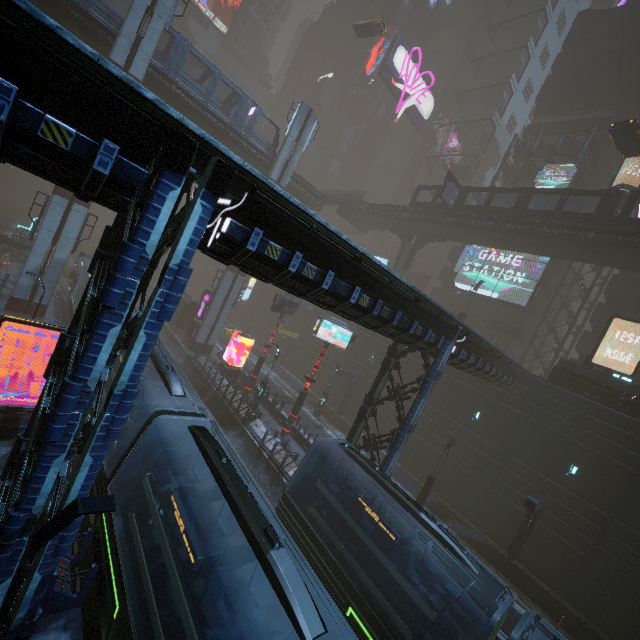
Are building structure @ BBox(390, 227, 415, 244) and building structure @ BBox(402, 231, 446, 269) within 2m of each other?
yes

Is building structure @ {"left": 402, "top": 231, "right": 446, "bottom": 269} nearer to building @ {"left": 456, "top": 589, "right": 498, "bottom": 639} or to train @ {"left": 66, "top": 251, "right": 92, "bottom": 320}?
building @ {"left": 456, "top": 589, "right": 498, "bottom": 639}

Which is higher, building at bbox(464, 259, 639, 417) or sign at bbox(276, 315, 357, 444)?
building at bbox(464, 259, 639, 417)

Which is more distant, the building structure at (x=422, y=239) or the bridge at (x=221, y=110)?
the building structure at (x=422, y=239)

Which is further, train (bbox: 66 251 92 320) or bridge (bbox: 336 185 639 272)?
train (bbox: 66 251 92 320)

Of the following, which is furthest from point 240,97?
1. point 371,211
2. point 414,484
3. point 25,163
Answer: point 414,484

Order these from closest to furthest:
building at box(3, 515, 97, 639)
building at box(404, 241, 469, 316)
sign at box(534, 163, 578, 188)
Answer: building at box(3, 515, 97, 639) < sign at box(534, 163, 578, 188) < building at box(404, 241, 469, 316)

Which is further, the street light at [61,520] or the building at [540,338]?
the building at [540,338]
